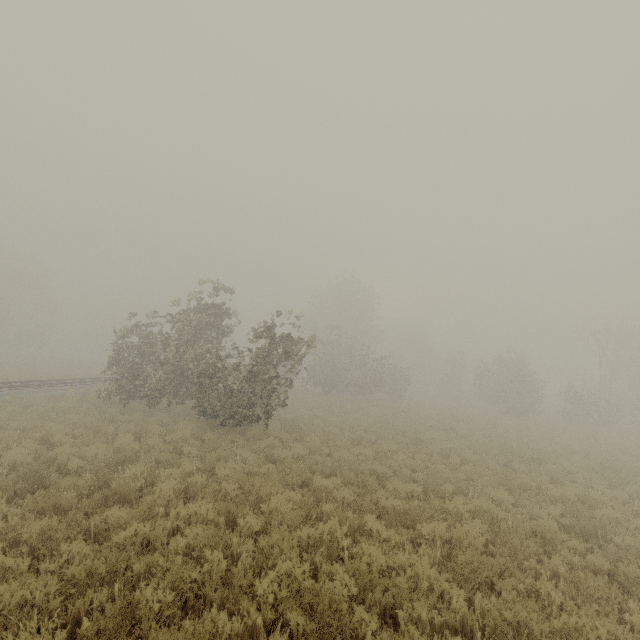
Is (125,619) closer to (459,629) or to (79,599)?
(79,599)
